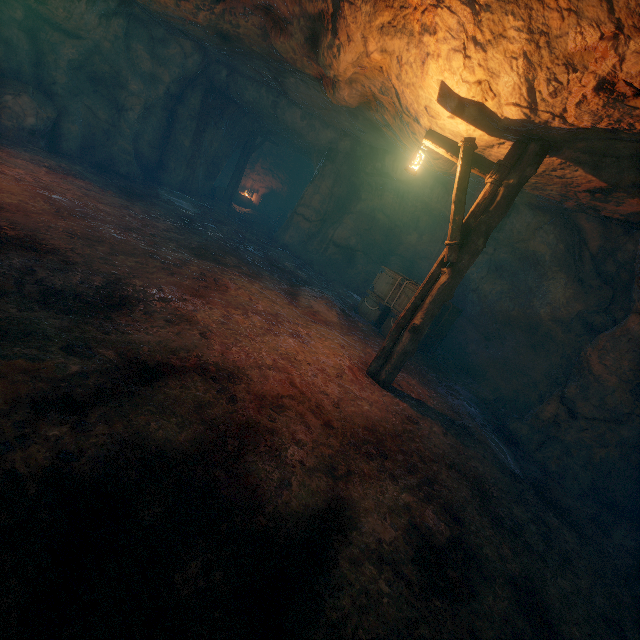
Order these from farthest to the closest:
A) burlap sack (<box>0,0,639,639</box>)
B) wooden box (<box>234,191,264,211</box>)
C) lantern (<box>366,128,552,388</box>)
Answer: wooden box (<box>234,191,264,211</box>) → lantern (<box>366,128,552,388</box>) → burlap sack (<box>0,0,639,639</box>)

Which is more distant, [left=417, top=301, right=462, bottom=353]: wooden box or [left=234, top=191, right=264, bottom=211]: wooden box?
[left=234, top=191, right=264, bottom=211]: wooden box

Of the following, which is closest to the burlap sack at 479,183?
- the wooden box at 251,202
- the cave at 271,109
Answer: the cave at 271,109

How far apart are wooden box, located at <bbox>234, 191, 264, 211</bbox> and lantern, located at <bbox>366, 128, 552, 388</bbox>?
18.2m

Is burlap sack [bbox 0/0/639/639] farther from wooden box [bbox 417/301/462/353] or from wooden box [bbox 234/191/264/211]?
wooden box [bbox 234/191/264/211]

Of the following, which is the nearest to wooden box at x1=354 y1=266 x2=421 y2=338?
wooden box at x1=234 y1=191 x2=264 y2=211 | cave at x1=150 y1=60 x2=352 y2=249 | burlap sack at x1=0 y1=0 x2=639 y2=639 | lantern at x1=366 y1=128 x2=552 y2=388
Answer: burlap sack at x1=0 y1=0 x2=639 y2=639

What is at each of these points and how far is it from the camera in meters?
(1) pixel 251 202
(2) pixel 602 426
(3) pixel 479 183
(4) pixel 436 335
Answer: (1) wooden box, 22.1
(2) z, 6.1
(3) burlap sack, 9.7
(4) wooden box, 9.7

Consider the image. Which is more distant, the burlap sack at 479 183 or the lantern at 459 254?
the burlap sack at 479 183
